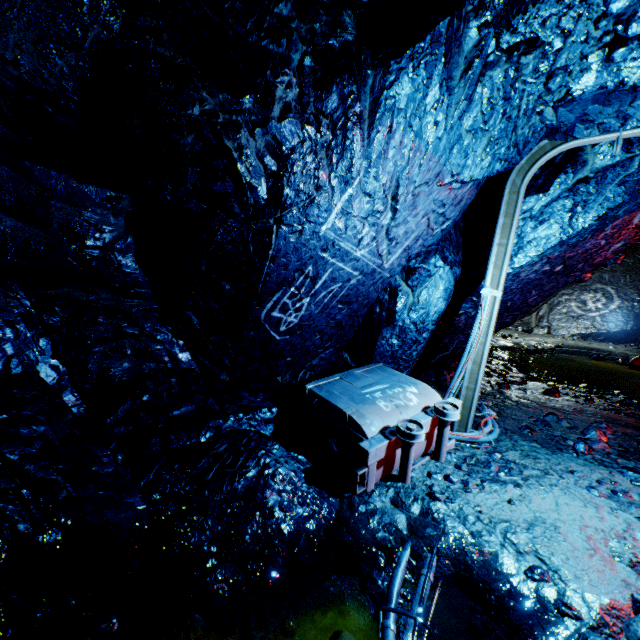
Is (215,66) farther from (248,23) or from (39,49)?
(39,49)

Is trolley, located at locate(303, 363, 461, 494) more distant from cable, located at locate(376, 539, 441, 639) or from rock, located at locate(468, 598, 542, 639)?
cable, located at locate(376, 539, 441, 639)

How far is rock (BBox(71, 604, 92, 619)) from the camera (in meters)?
1.87

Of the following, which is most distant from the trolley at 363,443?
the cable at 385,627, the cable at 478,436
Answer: the cable at 385,627

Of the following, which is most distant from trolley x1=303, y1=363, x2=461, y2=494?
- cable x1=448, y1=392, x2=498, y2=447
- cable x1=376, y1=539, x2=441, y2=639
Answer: cable x1=376, y1=539, x2=441, y2=639

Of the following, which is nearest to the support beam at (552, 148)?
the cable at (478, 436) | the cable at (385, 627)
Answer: the cable at (478, 436)

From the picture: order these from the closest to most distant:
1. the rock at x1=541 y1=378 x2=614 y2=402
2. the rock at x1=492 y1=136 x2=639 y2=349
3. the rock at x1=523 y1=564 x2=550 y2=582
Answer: the rock at x1=523 y1=564 x2=550 y2=582, the rock at x1=492 y1=136 x2=639 y2=349, the rock at x1=541 y1=378 x2=614 y2=402
